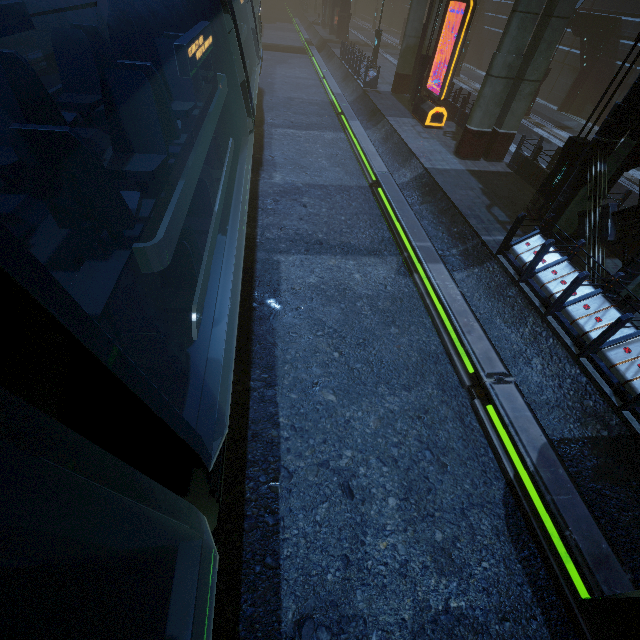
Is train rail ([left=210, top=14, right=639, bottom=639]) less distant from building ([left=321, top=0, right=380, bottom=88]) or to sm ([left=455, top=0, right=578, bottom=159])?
building ([left=321, top=0, right=380, bottom=88])

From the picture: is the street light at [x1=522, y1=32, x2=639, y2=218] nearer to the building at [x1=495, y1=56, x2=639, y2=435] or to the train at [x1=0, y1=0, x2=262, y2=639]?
the building at [x1=495, y1=56, x2=639, y2=435]

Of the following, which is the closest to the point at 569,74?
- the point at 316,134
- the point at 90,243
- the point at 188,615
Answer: the point at 316,134

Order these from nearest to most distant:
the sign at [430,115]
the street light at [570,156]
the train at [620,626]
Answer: the train at [620,626] → the street light at [570,156] → the sign at [430,115]

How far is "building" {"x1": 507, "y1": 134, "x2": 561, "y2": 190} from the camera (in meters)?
12.38

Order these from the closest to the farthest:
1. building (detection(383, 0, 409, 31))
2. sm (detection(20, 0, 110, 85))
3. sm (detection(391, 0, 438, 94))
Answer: sm (detection(20, 0, 110, 85)) < sm (detection(391, 0, 438, 94)) < building (detection(383, 0, 409, 31))

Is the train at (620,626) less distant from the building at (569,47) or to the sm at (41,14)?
the building at (569,47)

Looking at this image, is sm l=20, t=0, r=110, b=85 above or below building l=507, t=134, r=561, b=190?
above
